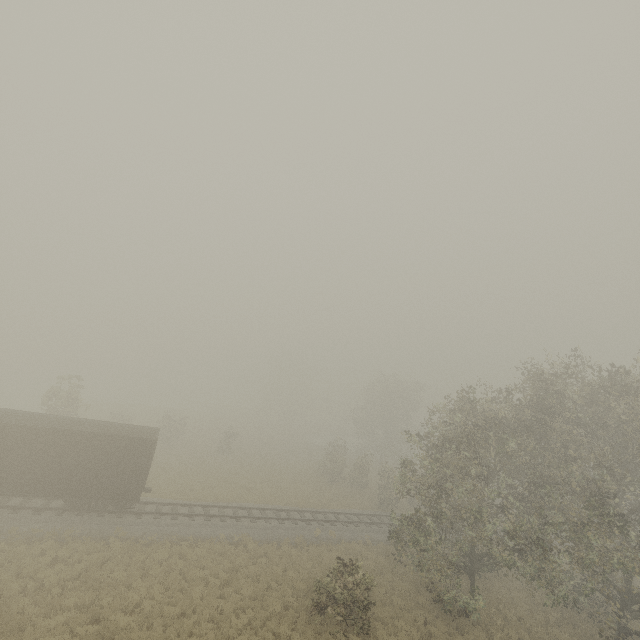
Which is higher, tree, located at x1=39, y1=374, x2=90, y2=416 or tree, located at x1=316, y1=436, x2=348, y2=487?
tree, located at x1=39, y1=374, x2=90, y2=416

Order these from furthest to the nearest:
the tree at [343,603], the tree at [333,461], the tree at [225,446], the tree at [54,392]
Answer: the tree at [225,446] → the tree at [333,461] → the tree at [54,392] → the tree at [343,603]

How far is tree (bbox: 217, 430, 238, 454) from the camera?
38.53m

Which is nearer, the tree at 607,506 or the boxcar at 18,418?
the tree at 607,506

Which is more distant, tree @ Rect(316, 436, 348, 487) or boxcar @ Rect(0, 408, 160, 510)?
tree @ Rect(316, 436, 348, 487)

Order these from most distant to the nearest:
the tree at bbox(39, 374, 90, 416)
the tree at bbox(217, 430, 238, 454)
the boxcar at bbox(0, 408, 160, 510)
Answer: the tree at bbox(217, 430, 238, 454) < the tree at bbox(39, 374, 90, 416) < the boxcar at bbox(0, 408, 160, 510)

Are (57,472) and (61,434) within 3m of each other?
yes
